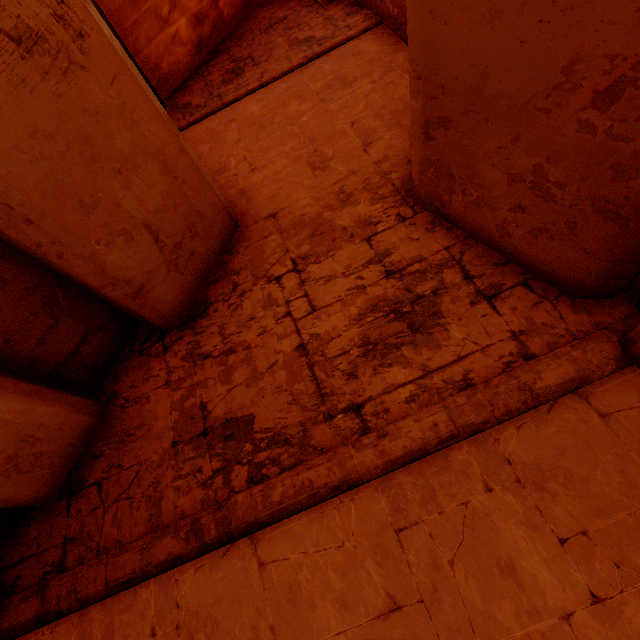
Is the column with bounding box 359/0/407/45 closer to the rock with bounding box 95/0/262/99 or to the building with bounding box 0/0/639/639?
the building with bounding box 0/0/639/639

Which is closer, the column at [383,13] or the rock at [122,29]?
the column at [383,13]

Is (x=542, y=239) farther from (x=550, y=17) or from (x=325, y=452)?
(x=325, y=452)

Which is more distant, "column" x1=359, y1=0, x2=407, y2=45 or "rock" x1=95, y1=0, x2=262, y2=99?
"rock" x1=95, y1=0, x2=262, y2=99

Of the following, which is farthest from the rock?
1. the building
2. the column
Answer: the column

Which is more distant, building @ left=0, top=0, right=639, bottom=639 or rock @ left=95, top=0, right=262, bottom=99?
rock @ left=95, top=0, right=262, bottom=99

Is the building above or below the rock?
below

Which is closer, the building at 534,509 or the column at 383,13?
the building at 534,509
